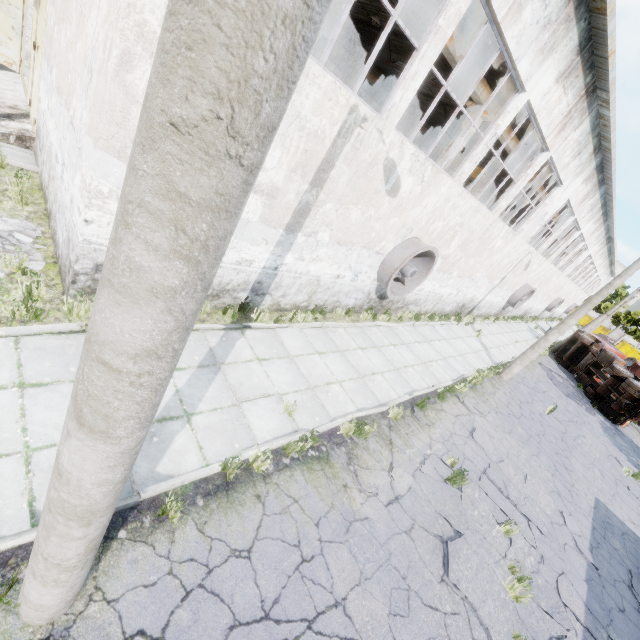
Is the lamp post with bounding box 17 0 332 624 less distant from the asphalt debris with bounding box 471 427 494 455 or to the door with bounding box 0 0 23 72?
the asphalt debris with bounding box 471 427 494 455

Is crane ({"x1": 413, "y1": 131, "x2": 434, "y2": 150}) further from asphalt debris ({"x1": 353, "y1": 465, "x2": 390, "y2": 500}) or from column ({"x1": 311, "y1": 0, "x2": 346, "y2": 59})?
column ({"x1": 311, "y1": 0, "x2": 346, "y2": 59})

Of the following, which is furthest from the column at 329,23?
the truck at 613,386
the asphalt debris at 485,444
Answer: the truck at 613,386

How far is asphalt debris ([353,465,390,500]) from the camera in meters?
6.2 m

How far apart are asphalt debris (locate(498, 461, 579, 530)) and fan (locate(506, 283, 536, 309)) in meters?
17.1 m

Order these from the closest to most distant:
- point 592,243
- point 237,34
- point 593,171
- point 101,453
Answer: point 237,34 < point 101,453 < point 593,171 < point 592,243

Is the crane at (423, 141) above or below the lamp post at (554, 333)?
above
